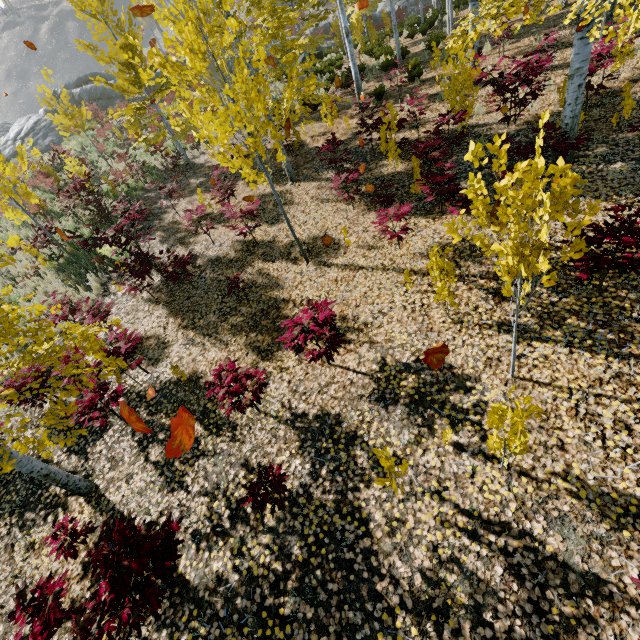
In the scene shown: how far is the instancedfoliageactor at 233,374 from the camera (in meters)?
4.32

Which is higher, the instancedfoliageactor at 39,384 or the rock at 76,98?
the rock at 76,98

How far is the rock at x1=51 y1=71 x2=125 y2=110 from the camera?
27.23m

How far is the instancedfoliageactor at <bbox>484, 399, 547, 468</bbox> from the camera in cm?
255

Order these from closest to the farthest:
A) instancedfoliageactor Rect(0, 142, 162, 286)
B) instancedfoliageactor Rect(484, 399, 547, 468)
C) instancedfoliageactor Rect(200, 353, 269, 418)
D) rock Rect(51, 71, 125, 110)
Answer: instancedfoliageactor Rect(484, 399, 547, 468), instancedfoliageactor Rect(200, 353, 269, 418), instancedfoliageactor Rect(0, 142, 162, 286), rock Rect(51, 71, 125, 110)

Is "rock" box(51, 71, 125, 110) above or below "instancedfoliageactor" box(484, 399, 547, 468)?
above

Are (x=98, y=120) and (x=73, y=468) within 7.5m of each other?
no
